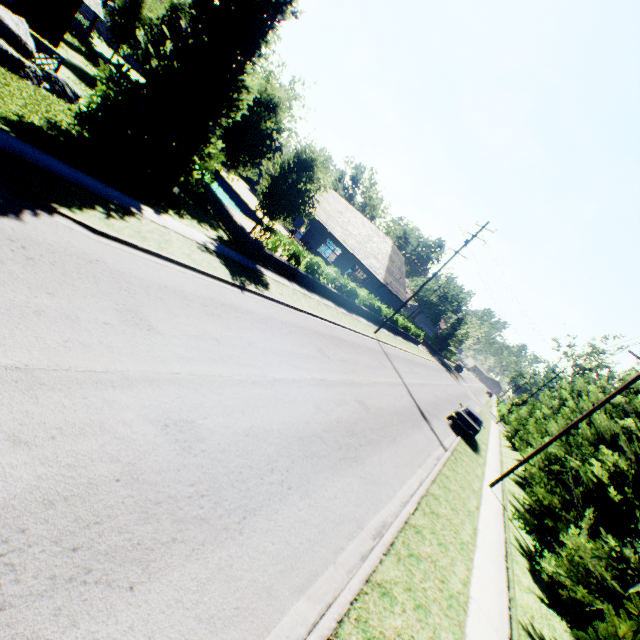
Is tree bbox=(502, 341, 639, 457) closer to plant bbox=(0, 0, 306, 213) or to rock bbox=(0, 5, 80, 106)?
plant bbox=(0, 0, 306, 213)

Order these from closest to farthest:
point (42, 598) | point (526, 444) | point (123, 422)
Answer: point (42, 598)
point (123, 422)
point (526, 444)

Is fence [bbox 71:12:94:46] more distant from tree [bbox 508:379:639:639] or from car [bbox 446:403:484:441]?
car [bbox 446:403:484:441]

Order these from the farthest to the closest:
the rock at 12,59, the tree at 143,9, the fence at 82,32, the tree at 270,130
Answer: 1. the fence at 82,32
2. the tree at 143,9
3. the tree at 270,130
4. the rock at 12,59

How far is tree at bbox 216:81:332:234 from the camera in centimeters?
1623cm

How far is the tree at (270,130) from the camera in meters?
16.2

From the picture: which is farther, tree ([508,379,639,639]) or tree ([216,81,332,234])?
tree ([216,81,332,234])

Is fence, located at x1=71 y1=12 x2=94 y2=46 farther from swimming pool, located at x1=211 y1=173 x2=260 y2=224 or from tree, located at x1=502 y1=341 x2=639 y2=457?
swimming pool, located at x1=211 y1=173 x2=260 y2=224
